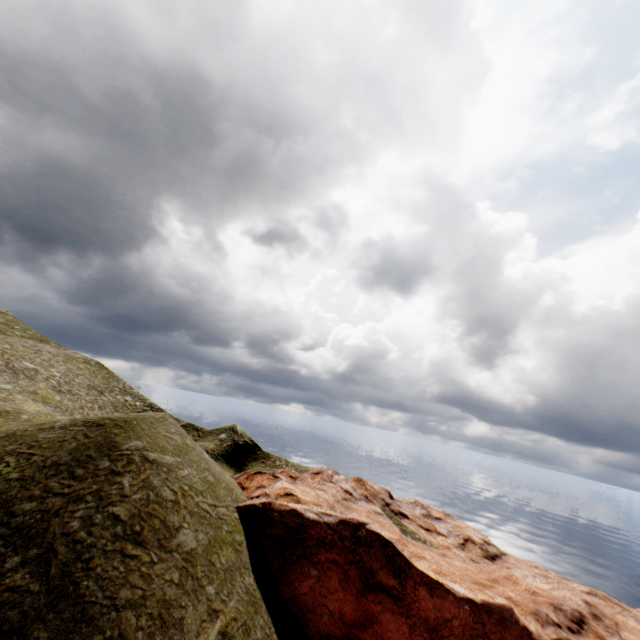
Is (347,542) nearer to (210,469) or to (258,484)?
(258,484)
